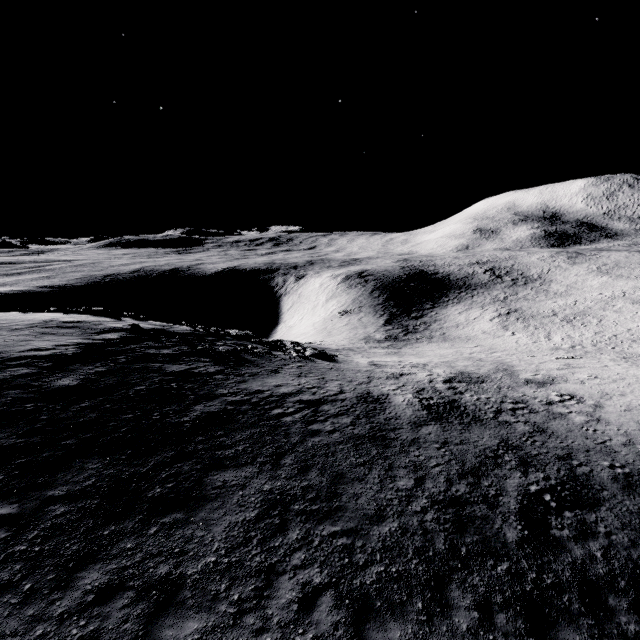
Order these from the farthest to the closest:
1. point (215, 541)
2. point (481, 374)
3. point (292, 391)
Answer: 1. point (481, 374)
2. point (292, 391)
3. point (215, 541)
